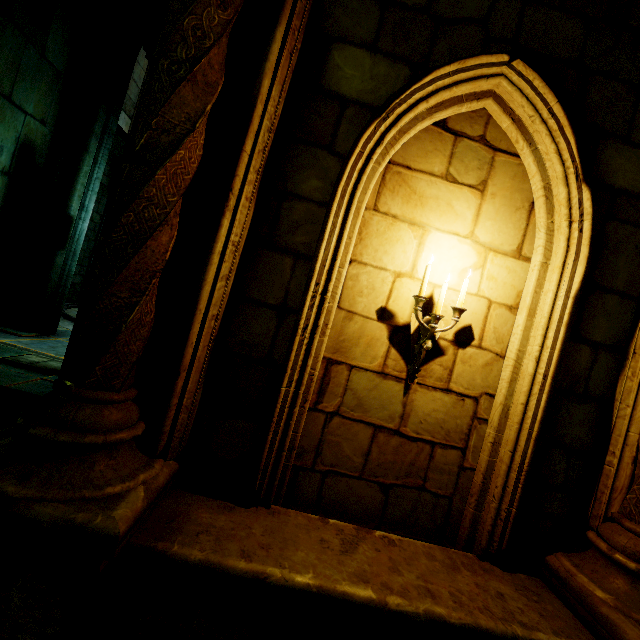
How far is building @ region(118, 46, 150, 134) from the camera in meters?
10.2

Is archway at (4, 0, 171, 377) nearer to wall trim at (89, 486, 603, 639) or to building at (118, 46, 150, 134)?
building at (118, 46, 150, 134)

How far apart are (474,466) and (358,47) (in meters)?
3.62

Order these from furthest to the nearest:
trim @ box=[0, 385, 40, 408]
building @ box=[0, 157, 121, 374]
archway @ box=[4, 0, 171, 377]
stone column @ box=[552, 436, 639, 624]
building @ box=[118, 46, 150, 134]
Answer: building @ box=[118, 46, 150, 134], archway @ box=[4, 0, 171, 377], building @ box=[0, 157, 121, 374], trim @ box=[0, 385, 40, 408], stone column @ box=[552, 436, 639, 624]

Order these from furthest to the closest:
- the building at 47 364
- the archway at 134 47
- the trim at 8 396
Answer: the archway at 134 47 < the building at 47 364 < the trim at 8 396

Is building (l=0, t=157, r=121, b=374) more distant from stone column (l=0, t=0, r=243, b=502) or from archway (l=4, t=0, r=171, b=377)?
stone column (l=0, t=0, r=243, b=502)

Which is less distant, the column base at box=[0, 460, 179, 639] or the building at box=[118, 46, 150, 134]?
the column base at box=[0, 460, 179, 639]

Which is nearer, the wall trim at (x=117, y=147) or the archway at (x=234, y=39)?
the archway at (x=234, y=39)
